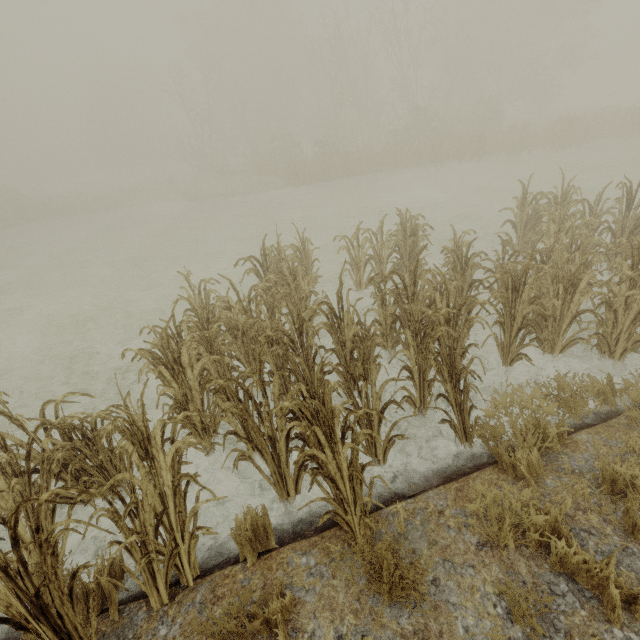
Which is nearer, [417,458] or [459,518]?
[459,518]
